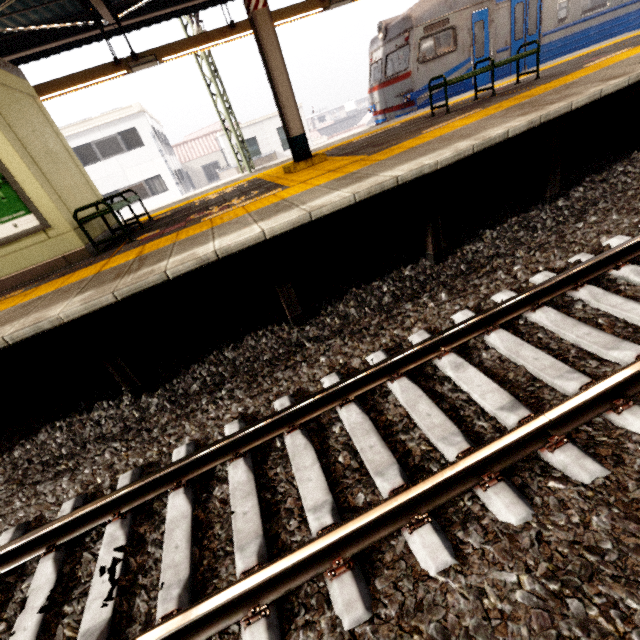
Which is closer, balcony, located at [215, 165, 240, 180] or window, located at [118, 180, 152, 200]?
balcony, located at [215, 165, 240, 180]

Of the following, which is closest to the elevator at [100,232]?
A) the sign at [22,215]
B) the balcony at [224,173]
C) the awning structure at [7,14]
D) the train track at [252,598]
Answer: the sign at [22,215]

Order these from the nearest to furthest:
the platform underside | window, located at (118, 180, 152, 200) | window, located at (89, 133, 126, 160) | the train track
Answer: the train track → the platform underside → window, located at (89, 133, 126, 160) → window, located at (118, 180, 152, 200)

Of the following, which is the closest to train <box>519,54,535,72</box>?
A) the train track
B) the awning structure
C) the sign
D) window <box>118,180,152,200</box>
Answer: the awning structure

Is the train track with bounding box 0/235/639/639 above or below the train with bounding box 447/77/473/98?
below

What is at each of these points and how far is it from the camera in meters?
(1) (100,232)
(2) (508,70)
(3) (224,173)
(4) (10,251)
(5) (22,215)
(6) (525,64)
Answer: (1) elevator, 5.9 m
(2) train, 10.5 m
(3) balcony, 21.4 m
(4) elevator, 4.8 m
(5) sign, 4.6 m
(6) train, 10.7 m

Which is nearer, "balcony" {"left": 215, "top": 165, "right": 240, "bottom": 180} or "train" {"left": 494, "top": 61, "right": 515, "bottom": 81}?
"train" {"left": 494, "top": 61, "right": 515, "bottom": 81}

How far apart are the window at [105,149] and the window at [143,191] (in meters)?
1.72
